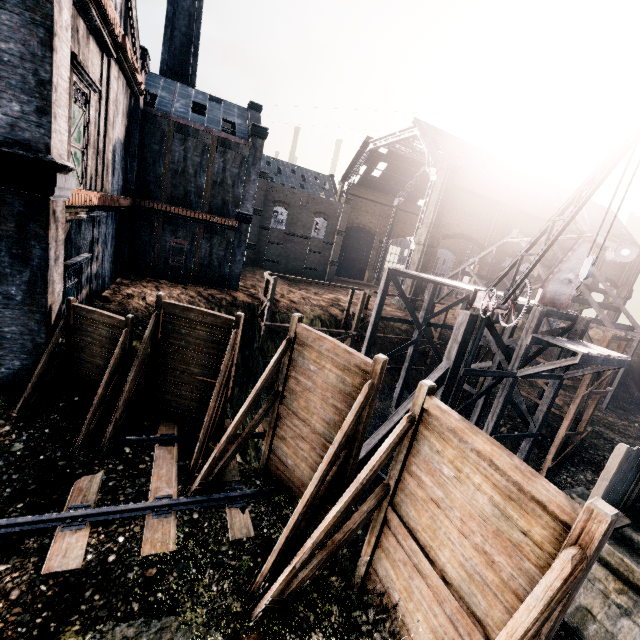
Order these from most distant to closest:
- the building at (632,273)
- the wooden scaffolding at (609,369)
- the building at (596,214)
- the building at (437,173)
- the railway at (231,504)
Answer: the building at (632,273) → the building at (596,214) → the building at (437,173) → the wooden scaffolding at (609,369) → the railway at (231,504)

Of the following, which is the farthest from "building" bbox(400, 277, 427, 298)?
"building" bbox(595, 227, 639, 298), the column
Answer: the column

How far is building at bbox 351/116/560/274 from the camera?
39.9 meters

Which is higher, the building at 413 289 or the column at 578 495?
the building at 413 289

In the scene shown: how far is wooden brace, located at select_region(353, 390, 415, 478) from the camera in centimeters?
1555cm

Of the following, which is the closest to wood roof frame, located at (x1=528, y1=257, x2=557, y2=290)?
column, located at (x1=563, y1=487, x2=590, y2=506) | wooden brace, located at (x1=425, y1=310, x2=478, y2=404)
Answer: wooden brace, located at (x1=425, y1=310, x2=478, y2=404)

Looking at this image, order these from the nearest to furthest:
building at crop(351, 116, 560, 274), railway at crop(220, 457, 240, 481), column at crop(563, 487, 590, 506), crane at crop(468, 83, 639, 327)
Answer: crane at crop(468, 83, 639, 327) → railway at crop(220, 457, 240, 481) → column at crop(563, 487, 590, 506) → building at crop(351, 116, 560, 274)

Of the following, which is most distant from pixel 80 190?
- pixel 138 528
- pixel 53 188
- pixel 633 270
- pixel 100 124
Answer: pixel 633 270
